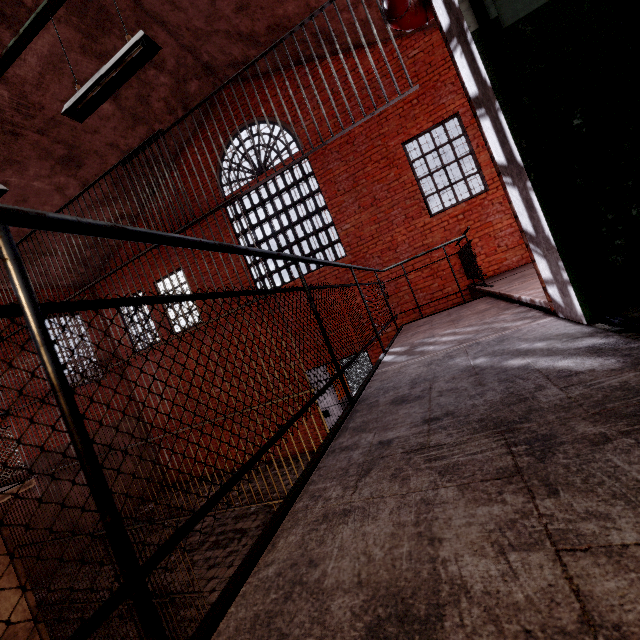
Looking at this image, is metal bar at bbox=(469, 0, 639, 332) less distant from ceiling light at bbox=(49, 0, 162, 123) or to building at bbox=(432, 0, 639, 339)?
building at bbox=(432, 0, 639, 339)

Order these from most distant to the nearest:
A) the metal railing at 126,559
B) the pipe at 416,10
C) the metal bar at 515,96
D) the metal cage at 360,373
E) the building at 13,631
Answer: the metal cage at 360,373 < the building at 13,631 < the pipe at 416,10 < the metal bar at 515,96 < the metal railing at 126,559

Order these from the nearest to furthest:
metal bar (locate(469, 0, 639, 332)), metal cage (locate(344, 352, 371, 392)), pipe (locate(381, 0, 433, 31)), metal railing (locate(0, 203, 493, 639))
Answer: metal railing (locate(0, 203, 493, 639)) → metal bar (locate(469, 0, 639, 332)) → pipe (locate(381, 0, 433, 31)) → metal cage (locate(344, 352, 371, 392))

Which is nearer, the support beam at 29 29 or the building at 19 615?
the support beam at 29 29

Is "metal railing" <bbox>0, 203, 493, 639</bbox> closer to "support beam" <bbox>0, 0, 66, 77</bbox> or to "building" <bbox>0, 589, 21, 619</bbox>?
"building" <bbox>0, 589, 21, 619</bbox>

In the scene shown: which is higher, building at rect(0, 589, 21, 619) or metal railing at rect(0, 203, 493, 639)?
metal railing at rect(0, 203, 493, 639)

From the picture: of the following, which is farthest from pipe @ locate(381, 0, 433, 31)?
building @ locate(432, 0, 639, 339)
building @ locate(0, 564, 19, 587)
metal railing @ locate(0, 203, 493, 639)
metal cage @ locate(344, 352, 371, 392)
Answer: metal cage @ locate(344, 352, 371, 392)

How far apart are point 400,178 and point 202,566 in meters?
9.6 m
